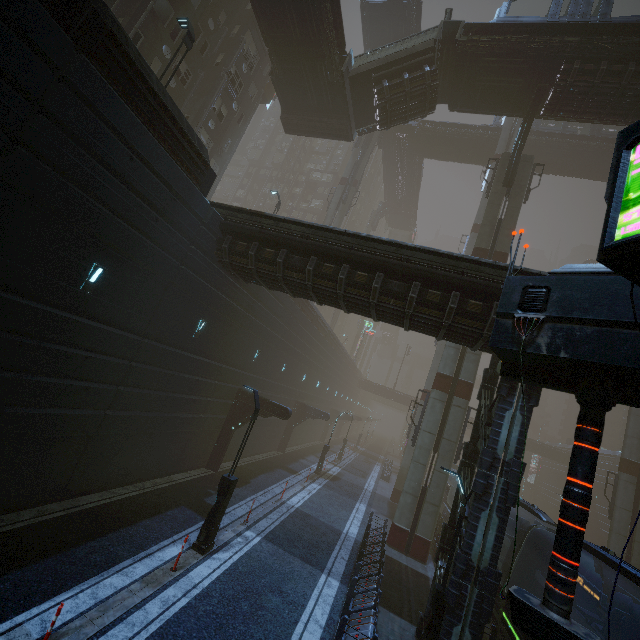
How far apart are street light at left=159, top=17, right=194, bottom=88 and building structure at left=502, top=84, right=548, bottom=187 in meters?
19.9 m

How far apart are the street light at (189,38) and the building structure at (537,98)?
19.85m

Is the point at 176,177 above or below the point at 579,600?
above

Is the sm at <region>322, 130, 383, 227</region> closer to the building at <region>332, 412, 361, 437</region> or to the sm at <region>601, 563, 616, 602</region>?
the building at <region>332, 412, 361, 437</region>

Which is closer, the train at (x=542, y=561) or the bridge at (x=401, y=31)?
the train at (x=542, y=561)

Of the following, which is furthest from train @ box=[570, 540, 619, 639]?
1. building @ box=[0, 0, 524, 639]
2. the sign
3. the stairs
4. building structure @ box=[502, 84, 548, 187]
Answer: the stairs

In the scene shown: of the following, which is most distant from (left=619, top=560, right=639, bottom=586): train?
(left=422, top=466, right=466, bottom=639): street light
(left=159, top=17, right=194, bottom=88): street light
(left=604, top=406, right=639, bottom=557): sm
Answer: (left=159, top=17, right=194, bottom=88): street light

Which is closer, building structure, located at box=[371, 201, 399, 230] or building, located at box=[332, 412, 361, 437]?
building, located at box=[332, 412, 361, 437]
